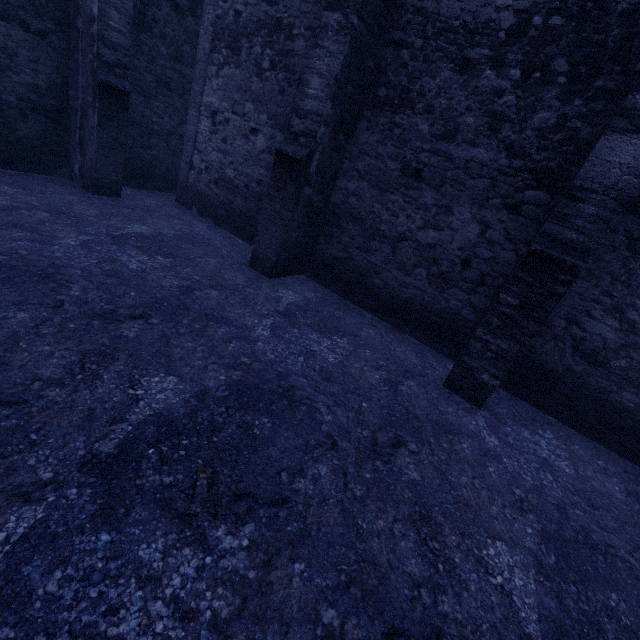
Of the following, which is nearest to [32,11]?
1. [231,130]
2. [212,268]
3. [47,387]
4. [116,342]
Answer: [231,130]
